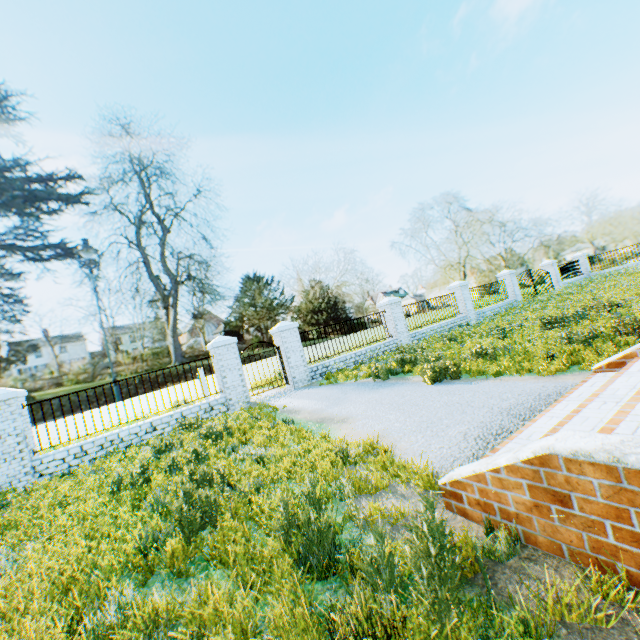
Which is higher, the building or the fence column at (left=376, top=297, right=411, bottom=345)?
the fence column at (left=376, top=297, right=411, bottom=345)

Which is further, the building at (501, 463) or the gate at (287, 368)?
the gate at (287, 368)

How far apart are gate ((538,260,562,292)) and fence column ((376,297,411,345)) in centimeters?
1538cm

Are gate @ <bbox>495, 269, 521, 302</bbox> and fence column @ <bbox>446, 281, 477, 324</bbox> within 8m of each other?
yes

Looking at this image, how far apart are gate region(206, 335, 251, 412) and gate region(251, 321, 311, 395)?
1.08m

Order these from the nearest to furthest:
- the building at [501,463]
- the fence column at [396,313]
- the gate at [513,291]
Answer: the building at [501,463]
the fence column at [396,313]
the gate at [513,291]

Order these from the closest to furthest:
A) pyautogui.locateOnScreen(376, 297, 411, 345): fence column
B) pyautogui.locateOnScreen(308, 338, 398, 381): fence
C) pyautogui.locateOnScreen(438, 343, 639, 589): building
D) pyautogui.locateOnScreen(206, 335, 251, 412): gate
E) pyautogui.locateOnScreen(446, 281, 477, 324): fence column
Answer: pyautogui.locateOnScreen(438, 343, 639, 589): building < pyautogui.locateOnScreen(206, 335, 251, 412): gate < pyautogui.locateOnScreen(308, 338, 398, 381): fence < pyautogui.locateOnScreen(376, 297, 411, 345): fence column < pyautogui.locateOnScreen(446, 281, 477, 324): fence column

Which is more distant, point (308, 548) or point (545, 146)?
point (545, 146)
